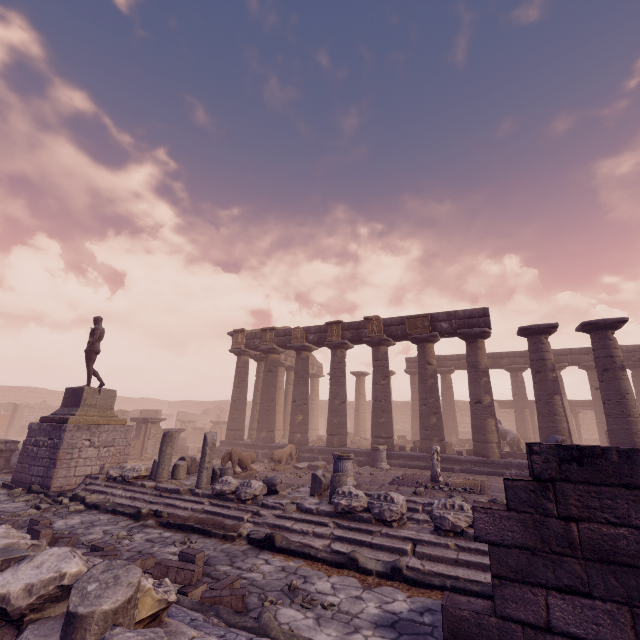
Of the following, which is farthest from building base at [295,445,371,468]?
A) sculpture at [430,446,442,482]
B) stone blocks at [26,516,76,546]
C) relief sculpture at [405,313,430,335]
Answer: stone blocks at [26,516,76,546]

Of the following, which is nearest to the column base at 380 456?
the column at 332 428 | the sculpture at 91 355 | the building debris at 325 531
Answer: the column at 332 428

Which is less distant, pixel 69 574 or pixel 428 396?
pixel 69 574

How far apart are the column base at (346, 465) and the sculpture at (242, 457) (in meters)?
3.71

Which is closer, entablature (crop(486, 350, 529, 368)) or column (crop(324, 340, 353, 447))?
column (crop(324, 340, 353, 447))

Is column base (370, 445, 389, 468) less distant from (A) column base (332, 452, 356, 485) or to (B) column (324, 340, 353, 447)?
(B) column (324, 340, 353, 447)

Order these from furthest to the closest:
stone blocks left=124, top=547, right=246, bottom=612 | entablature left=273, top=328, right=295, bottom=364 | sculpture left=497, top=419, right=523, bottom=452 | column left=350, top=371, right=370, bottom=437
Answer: column left=350, top=371, right=370, bottom=437 < entablature left=273, top=328, right=295, bottom=364 < sculpture left=497, top=419, right=523, bottom=452 < stone blocks left=124, top=547, right=246, bottom=612

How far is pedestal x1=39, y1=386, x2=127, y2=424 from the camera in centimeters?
1091cm
